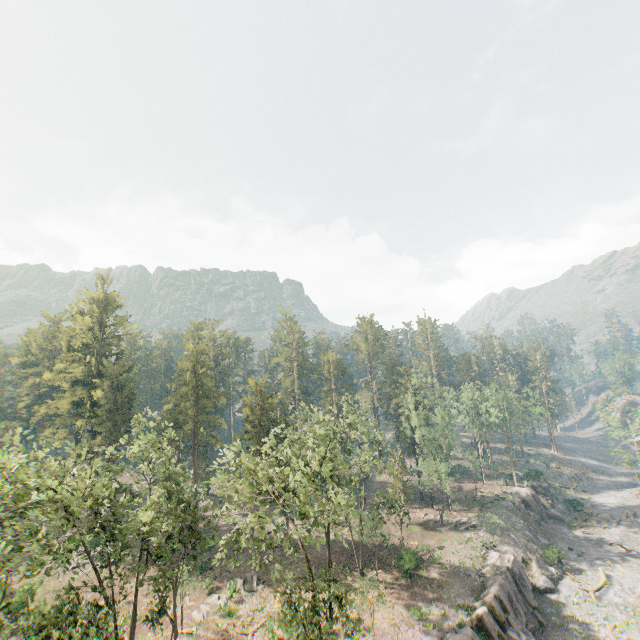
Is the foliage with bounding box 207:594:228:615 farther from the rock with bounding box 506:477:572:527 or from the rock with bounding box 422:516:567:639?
the rock with bounding box 506:477:572:527

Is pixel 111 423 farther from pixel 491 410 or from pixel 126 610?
pixel 491 410

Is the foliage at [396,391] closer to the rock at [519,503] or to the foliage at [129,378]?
the rock at [519,503]

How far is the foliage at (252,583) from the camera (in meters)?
33.56

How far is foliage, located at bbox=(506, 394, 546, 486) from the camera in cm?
5806

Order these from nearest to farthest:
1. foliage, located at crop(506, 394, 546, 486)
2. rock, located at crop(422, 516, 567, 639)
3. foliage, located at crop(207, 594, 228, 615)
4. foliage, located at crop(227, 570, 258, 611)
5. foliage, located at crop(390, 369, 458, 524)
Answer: rock, located at crop(422, 516, 567, 639)
foliage, located at crop(207, 594, 228, 615)
foliage, located at crop(227, 570, 258, 611)
foliage, located at crop(390, 369, 458, 524)
foliage, located at crop(506, 394, 546, 486)

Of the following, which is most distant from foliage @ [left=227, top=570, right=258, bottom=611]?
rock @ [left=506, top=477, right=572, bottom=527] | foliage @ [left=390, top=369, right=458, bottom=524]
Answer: rock @ [left=506, top=477, right=572, bottom=527]
